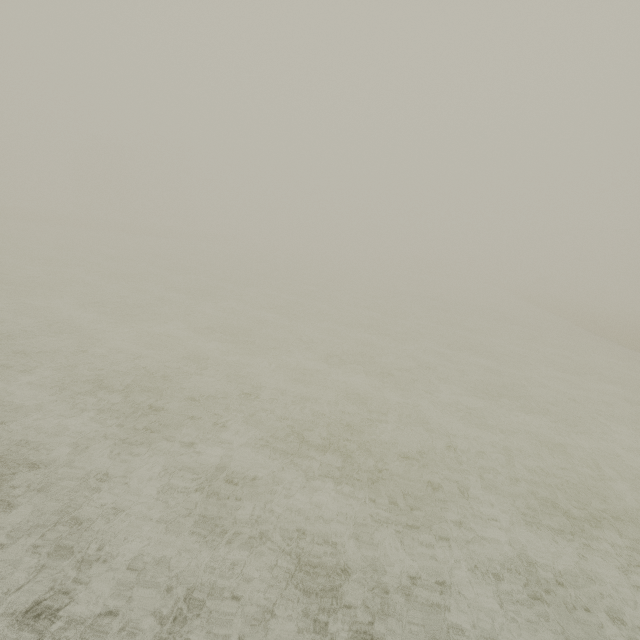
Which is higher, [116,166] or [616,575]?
[116,166]
